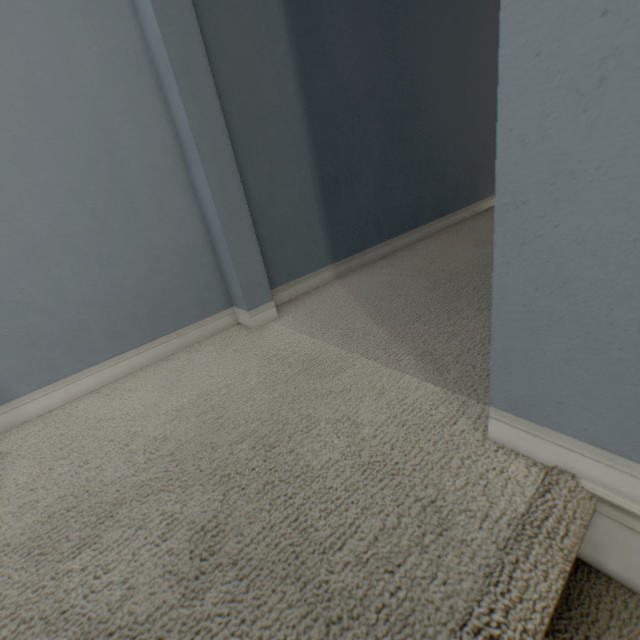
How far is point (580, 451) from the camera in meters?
0.5
